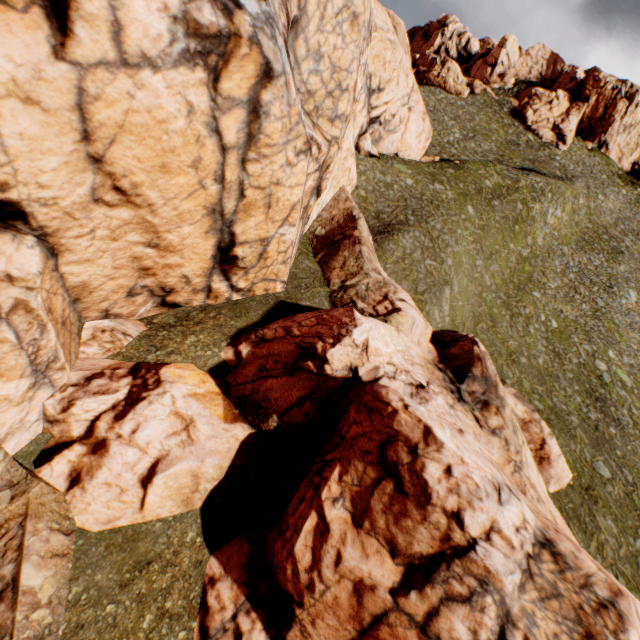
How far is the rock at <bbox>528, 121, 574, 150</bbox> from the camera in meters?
58.9 m

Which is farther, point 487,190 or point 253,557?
point 487,190

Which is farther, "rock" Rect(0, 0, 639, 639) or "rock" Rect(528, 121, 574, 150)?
"rock" Rect(528, 121, 574, 150)

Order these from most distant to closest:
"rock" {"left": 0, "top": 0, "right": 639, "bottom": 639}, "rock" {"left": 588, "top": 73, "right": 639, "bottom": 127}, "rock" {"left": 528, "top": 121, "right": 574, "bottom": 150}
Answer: "rock" {"left": 528, "top": 121, "right": 574, "bottom": 150} → "rock" {"left": 588, "top": 73, "right": 639, "bottom": 127} → "rock" {"left": 0, "top": 0, "right": 639, "bottom": 639}

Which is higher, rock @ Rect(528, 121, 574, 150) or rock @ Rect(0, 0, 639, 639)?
rock @ Rect(528, 121, 574, 150)

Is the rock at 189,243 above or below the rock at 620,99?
below

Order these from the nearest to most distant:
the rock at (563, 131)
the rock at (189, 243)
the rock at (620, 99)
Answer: the rock at (189, 243)
the rock at (620, 99)
the rock at (563, 131)
